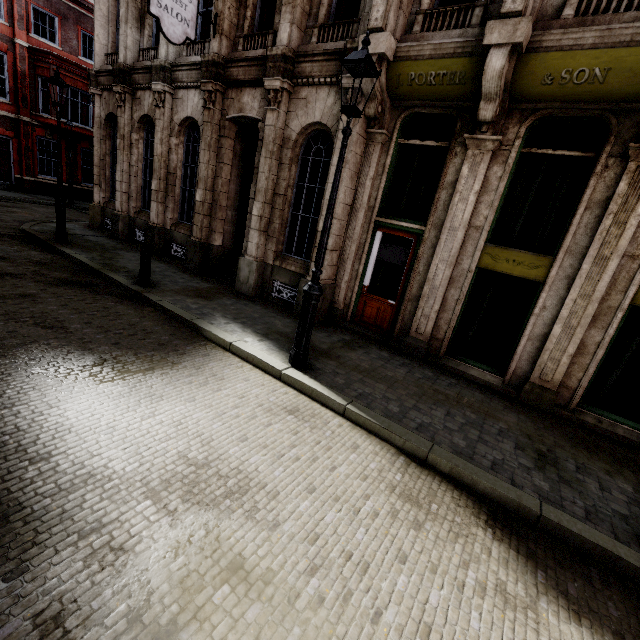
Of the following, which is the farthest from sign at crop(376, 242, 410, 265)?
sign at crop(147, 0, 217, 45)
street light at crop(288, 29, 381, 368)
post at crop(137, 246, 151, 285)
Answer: sign at crop(147, 0, 217, 45)

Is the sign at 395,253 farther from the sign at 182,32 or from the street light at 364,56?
the sign at 182,32

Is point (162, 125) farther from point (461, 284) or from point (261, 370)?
point (461, 284)

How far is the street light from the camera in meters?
4.2 m

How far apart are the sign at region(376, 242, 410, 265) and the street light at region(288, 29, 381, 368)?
3.05m

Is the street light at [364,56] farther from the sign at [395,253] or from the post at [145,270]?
the post at [145,270]

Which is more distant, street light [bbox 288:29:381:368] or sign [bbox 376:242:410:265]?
sign [bbox 376:242:410:265]

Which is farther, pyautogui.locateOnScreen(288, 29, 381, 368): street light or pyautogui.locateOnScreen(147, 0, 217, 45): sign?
pyautogui.locateOnScreen(147, 0, 217, 45): sign
